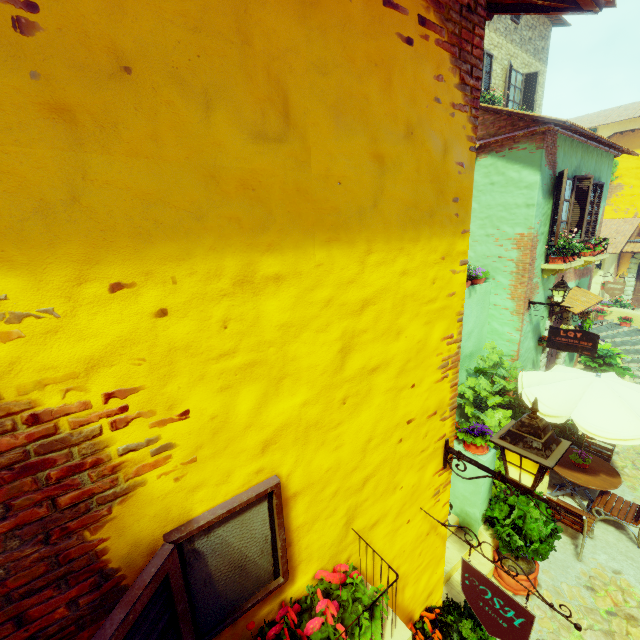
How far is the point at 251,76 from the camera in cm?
128

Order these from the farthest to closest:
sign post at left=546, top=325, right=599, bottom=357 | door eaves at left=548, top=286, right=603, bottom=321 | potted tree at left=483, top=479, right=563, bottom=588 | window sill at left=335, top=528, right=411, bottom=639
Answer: door eaves at left=548, top=286, right=603, bottom=321
sign post at left=546, top=325, right=599, bottom=357
potted tree at left=483, top=479, right=563, bottom=588
window sill at left=335, top=528, right=411, bottom=639

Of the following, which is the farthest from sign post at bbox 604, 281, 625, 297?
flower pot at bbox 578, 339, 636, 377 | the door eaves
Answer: flower pot at bbox 578, 339, 636, 377

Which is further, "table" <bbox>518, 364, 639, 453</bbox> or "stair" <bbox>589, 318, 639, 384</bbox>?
"stair" <bbox>589, 318, 639, 384</bbox>

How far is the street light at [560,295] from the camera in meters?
7.4 m

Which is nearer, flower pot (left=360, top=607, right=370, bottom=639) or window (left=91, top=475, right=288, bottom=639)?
window (left=91, top=475, right=288, bottom=639)

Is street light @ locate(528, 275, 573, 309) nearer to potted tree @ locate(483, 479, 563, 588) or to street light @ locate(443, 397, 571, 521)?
potted tree @ locate(483, 479, 563, 588)

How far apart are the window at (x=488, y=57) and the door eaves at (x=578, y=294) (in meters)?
7.15
